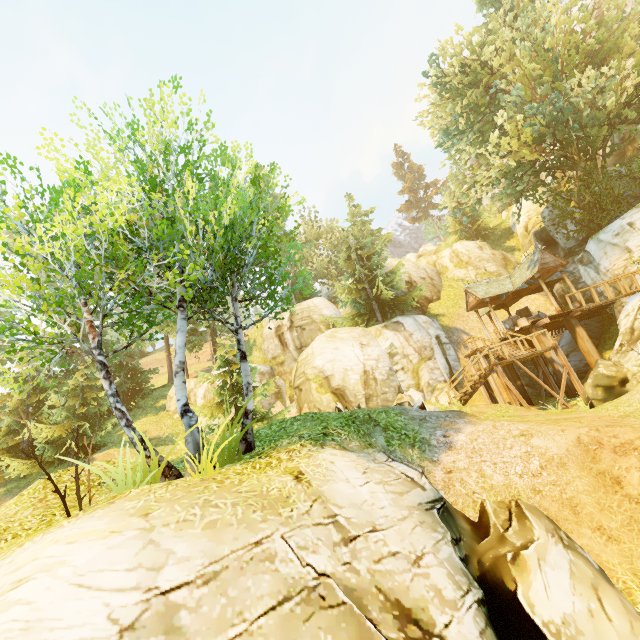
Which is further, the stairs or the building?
the building

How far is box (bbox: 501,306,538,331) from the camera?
21.9m

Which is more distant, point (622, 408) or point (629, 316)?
point (629, 316)

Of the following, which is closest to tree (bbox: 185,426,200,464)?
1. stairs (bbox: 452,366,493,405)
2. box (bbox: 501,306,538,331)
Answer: box (bbox: 501,306,538,331)

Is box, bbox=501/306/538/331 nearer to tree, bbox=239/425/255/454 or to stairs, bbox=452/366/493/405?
tree, bbox=239/425/255/454

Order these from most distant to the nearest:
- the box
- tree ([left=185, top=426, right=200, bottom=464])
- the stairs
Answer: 1. the box
2. the stairs
3. tree ([left=185, top=426, right=200, bottom=464])

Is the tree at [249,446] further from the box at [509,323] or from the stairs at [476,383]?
the stairs at [476,383]

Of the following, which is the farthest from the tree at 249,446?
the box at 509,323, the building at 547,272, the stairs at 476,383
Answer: the stairs at 476,383
